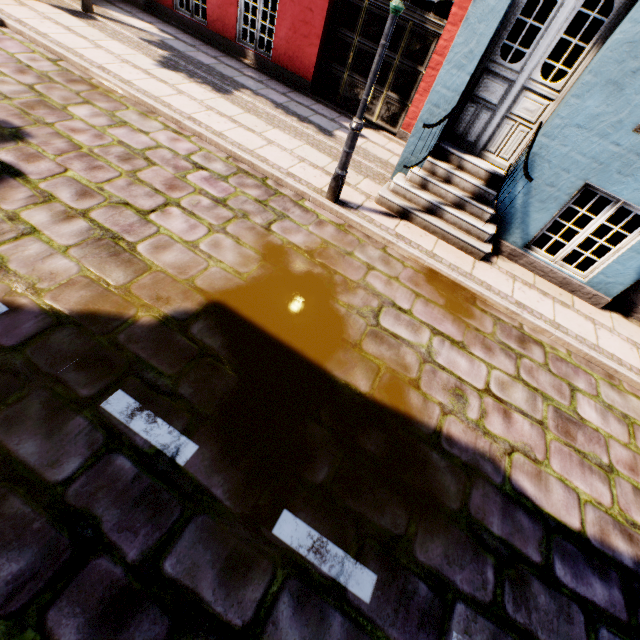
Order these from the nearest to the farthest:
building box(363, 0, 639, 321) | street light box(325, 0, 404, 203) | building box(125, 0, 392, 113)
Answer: street light box(325, 0, 404, 203) < building box(363, 0, 639, 321) < building box(125, 0, 392, 113)

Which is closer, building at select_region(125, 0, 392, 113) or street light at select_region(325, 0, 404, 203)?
street light at select_region(325, 0, 404, 203)

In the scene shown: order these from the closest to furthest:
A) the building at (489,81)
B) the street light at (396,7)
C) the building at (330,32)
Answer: the street light at (396,7)
the building at (489,81)
the building at (330,32)

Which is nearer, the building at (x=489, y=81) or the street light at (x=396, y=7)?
the street light at (x=396, y=7)

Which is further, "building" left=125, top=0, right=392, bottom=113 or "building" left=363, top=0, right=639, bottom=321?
"building" left=125, top=0, right=392, bottom=113

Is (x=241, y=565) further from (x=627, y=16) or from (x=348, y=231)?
(x=627, y=16)
